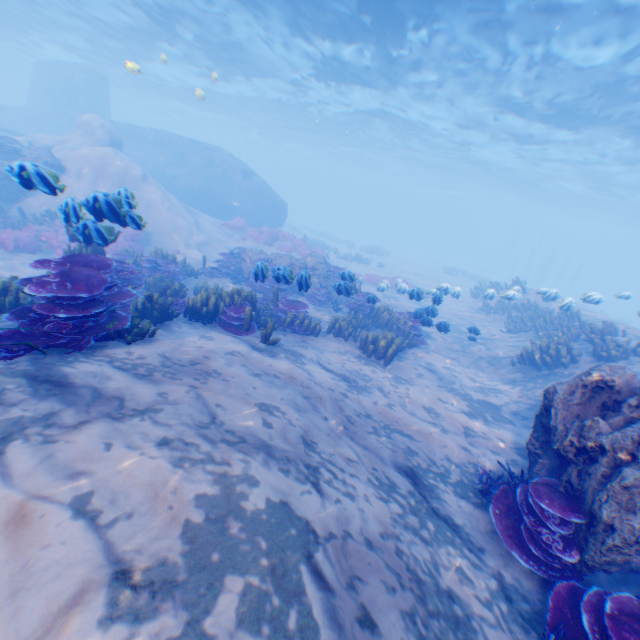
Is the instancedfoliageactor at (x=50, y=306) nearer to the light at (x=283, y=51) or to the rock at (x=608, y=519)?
the rock at (x=608, y=519)

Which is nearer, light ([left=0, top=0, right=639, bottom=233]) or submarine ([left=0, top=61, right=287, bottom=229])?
light ([left=0, top=0, right=639, bottom=233])

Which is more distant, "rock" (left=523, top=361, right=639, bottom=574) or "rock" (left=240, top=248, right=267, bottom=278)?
"rock" (left=240, top=248, right=267, bottom=278)

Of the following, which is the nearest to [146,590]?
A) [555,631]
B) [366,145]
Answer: [555,631]

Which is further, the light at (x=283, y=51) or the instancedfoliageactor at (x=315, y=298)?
the light at (x=283, y=51)

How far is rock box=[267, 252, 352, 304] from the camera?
8.4 meters

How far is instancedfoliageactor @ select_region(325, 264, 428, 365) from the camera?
9.6 meters

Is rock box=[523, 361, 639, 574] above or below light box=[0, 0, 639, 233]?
below
